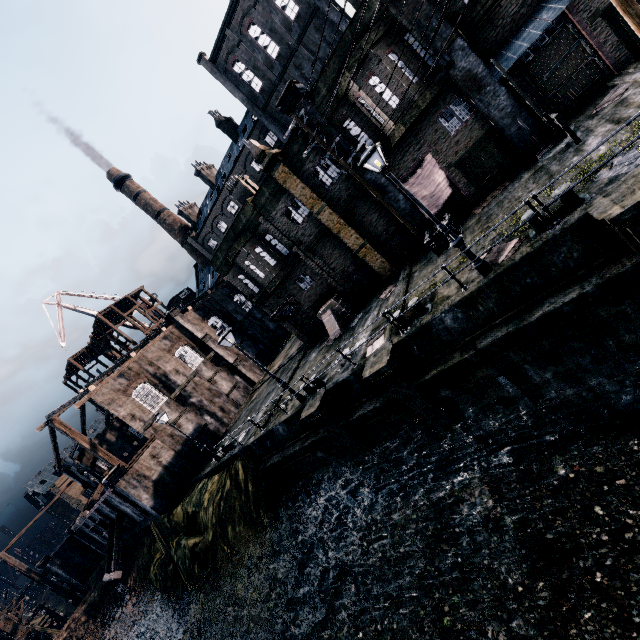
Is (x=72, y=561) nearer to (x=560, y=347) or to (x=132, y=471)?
(x=132, y=471)

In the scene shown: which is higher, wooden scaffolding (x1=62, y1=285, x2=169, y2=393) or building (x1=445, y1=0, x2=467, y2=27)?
wooden scaffolding (x1=62, y1=285, x2=169, y2=393)

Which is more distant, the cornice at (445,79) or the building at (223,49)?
the building at (223,49)

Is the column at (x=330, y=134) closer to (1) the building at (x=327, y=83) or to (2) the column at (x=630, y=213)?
(1) the building at (x=327, y=83)

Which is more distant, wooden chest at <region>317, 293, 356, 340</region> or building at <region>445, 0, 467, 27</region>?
wooden chest at <region>317, 293, 356, 340</region>

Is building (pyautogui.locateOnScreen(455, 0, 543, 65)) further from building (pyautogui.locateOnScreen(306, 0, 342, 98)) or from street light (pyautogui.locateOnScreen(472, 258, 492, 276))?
street light (pyautogui.locateOnScreen(472, 258, 492, 276))

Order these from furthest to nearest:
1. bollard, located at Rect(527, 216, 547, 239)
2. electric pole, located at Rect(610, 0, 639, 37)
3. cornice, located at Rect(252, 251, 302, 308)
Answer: cornice, located at Rect(252, 251, 302, 308)
bollard, located at Rect(527, 216, 547, 239)
electric pole, located at Rect(610, 0, 639, 37)

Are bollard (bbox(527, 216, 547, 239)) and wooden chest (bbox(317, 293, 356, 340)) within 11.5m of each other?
no
